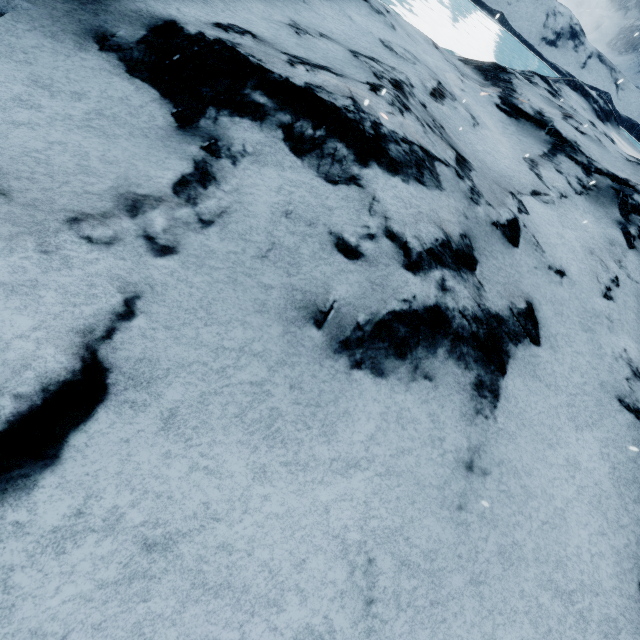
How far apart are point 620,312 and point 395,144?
4.29m
